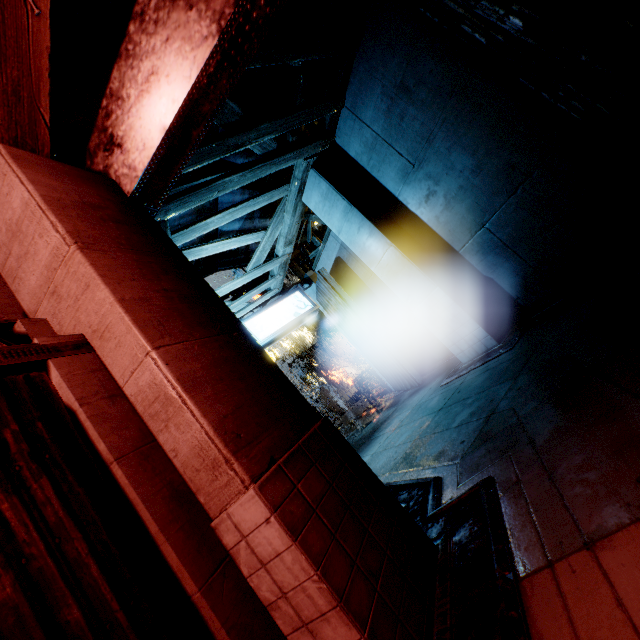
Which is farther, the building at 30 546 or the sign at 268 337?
the sign at 268 337

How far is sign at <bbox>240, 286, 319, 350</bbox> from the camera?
10.1 meters

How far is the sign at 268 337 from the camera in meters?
10.1 m

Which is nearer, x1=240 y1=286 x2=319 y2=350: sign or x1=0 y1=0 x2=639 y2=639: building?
x1=0 y1=0 x2=639 y2=639: building

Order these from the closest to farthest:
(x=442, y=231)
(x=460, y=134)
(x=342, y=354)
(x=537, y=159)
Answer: (x=537, y=159)
(x=460, y=134)
(x=442, y=231)
(x=342, y=354)
